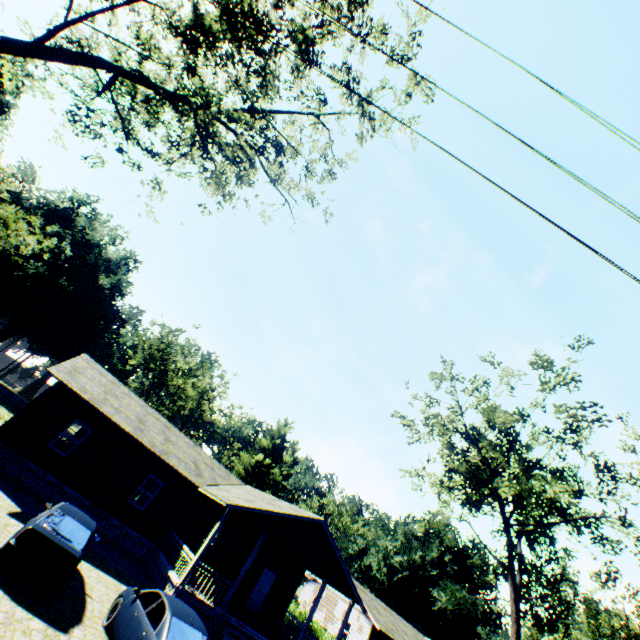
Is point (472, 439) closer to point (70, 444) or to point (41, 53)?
point (41, 53)

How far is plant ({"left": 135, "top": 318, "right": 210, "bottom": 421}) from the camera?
52.3m

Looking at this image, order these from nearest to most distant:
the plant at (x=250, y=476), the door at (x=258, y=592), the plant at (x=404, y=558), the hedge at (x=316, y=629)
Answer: the door at (x=258, y=592), the hedge at (x=316, y=629), the plant at (x=404, y=558), the plant at (x=250, y=476)

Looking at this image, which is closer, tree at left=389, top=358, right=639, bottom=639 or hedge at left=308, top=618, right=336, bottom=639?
tree at left=389, top=358, right=639, bottom=639

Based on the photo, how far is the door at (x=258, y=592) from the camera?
20.1 meters

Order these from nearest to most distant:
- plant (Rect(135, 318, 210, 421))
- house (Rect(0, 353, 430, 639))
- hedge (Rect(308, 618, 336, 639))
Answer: house (Rect(0, 353, 430, 639)) < hedge (Rect(308, 618, 336, 639)) < plant (Rect(135, 318, 210, 421))

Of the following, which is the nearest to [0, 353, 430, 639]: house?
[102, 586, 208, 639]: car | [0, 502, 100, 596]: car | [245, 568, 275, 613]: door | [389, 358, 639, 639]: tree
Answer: [245, 568, 275, 613]: door

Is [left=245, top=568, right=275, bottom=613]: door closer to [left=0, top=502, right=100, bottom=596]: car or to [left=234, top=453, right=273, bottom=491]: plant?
[left=0, top=502, right=100, bottom=596]: car
